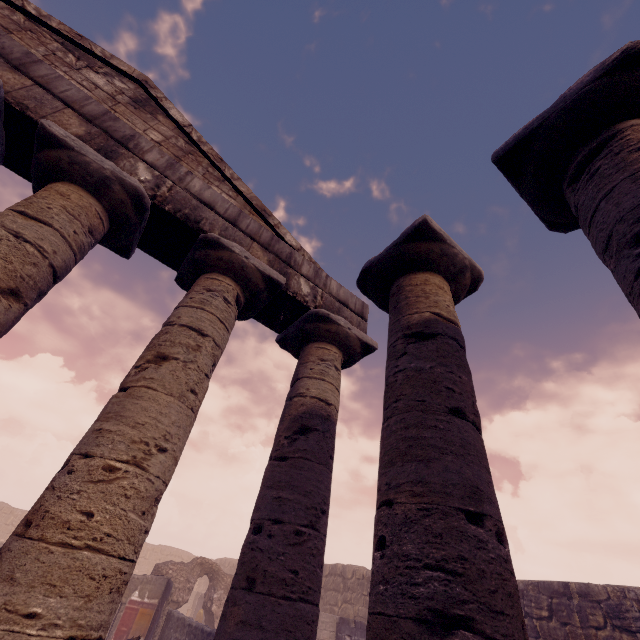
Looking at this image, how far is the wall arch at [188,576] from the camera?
15.12m

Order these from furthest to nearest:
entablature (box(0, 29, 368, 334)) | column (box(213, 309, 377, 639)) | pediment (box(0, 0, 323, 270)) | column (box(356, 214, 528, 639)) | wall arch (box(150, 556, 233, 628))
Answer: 1. wall arch (box(150, 556, 233, 628))
2. pediment (box(0, 0, 323, 270))
3. entablature (box(0, 29, 368, 334))
4. column (box(213, 309, 377, 639))
5. column (box(356, 214, 528, 639))

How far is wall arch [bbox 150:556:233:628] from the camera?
15.1m

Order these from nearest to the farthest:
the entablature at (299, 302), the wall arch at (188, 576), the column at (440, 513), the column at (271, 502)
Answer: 1. the column at (440, 513)
2. the column at (271, 502)
3. the entablature at (299, 302)
4. the wall arch at (188, 576)

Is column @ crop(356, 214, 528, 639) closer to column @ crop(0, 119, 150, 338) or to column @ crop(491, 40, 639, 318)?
column @ crop(491, 40, 639, 318)

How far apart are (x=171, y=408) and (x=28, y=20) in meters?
6.7

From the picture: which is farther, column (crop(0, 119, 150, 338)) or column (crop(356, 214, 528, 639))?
column (crop(0, 119, 150, 338))

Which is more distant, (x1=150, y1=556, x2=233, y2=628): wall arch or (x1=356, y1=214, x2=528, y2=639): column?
(x1=150, y1=556, x2=233, y2=628): wall arch
